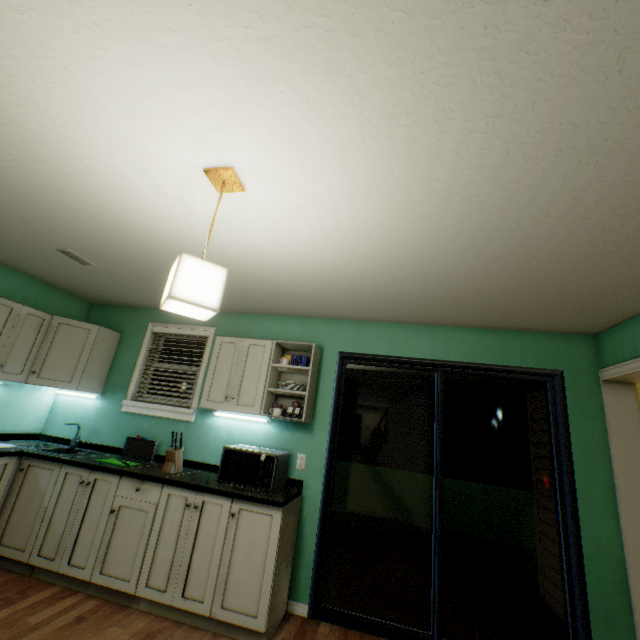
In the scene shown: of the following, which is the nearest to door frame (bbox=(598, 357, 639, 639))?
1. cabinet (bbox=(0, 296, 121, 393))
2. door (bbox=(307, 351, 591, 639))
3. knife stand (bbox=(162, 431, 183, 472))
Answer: door (bbox=(307, 351, 591, 639))

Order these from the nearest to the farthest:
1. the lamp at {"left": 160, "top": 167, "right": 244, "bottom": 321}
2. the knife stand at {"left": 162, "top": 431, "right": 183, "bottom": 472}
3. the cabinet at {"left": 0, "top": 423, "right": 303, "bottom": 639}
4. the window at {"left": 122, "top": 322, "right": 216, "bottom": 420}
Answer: the lamp at {"left": 160, "top": 167, "right": 244, "bottom": 321} → the cabinet at {"left": 0, "top": 423, "right": 303, "bottom": 639} → the knife stand at {"left": 162, "top": 431, "right": 183, "bottom": 472} → the window at {"left": 122, "top": 322, "right": 216, "bottom": 420}

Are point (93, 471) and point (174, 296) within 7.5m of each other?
yes

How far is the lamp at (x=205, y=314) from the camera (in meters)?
1.25

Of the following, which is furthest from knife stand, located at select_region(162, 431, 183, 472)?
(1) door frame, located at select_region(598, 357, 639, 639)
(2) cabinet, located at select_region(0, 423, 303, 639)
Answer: (1) door frame, located at select_region(598, 357, 639, 639)

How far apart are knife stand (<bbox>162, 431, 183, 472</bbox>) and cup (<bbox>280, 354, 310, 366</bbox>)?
1.1 meters

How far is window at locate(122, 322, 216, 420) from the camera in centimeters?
329cm

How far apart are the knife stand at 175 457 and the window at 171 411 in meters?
0.4
